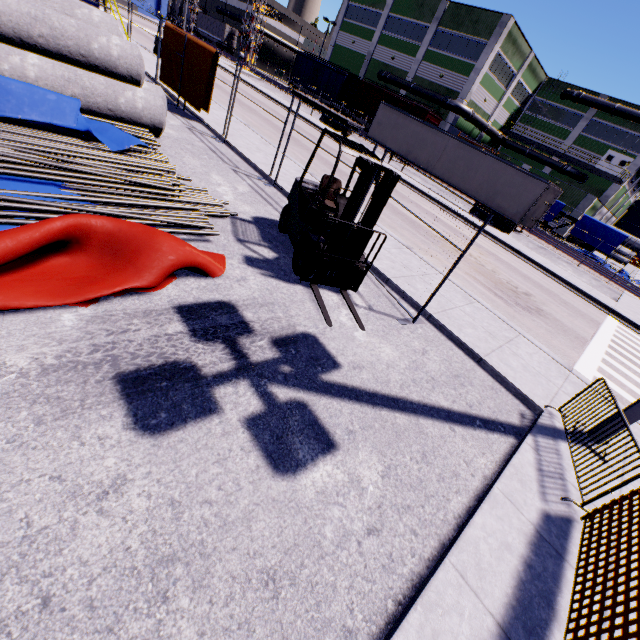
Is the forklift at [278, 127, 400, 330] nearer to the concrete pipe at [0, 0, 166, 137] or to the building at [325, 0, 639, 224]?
the concrete pipe at [0, 0, 166, 137]

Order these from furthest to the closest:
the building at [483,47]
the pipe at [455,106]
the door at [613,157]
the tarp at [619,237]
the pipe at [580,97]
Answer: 1. the door at [613,157]
2. the pipe at [580,97]
3. the pipe at [455,106]
4. the building at [483,47]
5. the tarp at [619,237]

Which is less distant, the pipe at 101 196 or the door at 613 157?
the pipe at 101 196

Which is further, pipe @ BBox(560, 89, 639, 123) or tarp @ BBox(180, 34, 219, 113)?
pipe @ BBox(560, 89, 639, 123)

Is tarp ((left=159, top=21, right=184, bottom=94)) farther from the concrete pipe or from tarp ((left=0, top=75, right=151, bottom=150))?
tarp ((left=0, top=75, right=151, bottom=150))

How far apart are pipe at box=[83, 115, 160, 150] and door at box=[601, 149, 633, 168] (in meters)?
53.23

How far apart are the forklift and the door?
50.85m

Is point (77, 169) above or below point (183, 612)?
above
